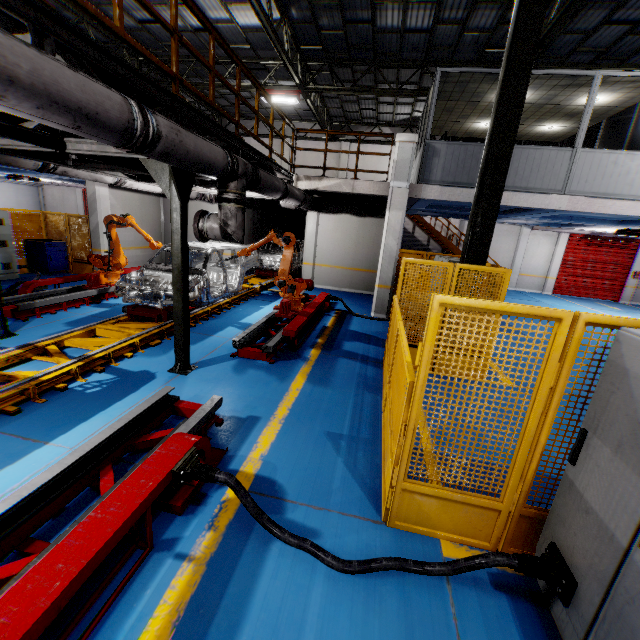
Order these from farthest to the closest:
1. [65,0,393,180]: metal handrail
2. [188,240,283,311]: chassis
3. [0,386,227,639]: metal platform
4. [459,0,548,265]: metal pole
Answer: [188,240,283,311]: chassis → [459,0,548,265]: metal pole → [65,0,393,180]: metal handrail → [0,386,227,639]: metal platform

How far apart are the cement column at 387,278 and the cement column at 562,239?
15.20m

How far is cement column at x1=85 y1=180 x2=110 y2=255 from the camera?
11.4m

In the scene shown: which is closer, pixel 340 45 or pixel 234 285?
pixel 234 285

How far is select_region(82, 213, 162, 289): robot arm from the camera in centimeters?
907cm

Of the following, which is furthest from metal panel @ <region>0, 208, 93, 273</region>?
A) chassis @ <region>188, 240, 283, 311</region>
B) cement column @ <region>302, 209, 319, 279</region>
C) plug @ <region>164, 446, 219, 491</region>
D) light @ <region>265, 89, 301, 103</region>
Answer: light @ <region>265, 89, 301, 103</region>

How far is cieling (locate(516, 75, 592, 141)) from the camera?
8.78m

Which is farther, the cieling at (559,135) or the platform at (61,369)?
the cieling at (559,135)
